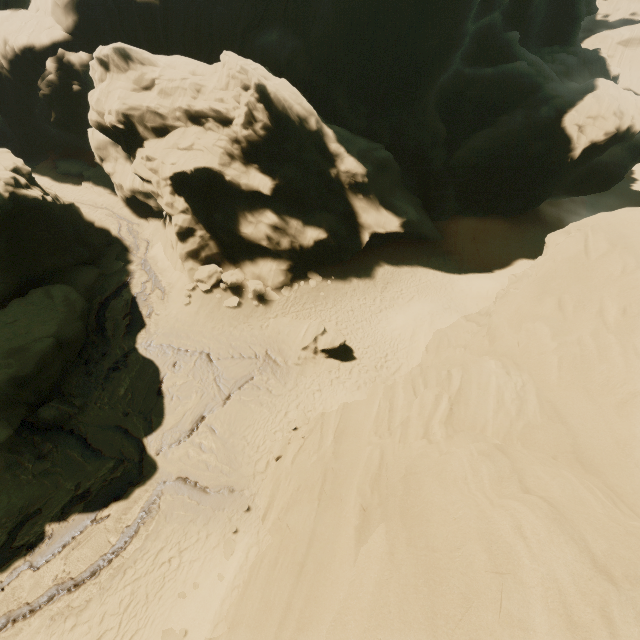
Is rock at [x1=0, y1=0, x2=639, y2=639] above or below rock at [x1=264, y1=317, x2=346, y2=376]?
above

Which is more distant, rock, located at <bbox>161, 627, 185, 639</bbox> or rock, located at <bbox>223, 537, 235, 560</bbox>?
rock, located at <bbox>223, 537, 235, 560</bbox>

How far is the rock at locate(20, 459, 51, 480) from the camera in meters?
12.6 m

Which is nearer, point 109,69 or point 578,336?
point 578,336

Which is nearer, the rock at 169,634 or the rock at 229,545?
the rock at 169,634

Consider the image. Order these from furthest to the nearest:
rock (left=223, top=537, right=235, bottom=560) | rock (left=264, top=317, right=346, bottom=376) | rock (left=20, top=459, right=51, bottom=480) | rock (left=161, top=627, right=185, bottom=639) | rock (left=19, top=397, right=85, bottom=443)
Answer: rock (left=264, top=317, right=346, bottom=376)
rock (left=19, top=397, right=85, bottom=443)
rock (left=20, top=459, right=51, bottom=480)
rock (left=223, top=537, right=235, bottom=560)
rock (left=161, top=627, right=185, bottom=639)
